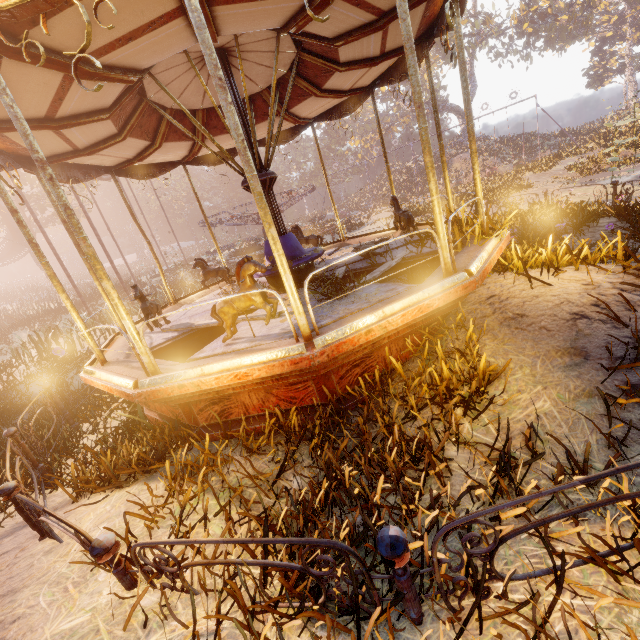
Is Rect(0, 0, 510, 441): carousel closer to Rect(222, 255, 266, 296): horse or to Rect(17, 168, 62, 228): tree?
Rect(222, 255, 266, 296): horse

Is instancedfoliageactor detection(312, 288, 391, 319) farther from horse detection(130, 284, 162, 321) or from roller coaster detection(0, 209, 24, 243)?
roller coaster detection(0, 209, 24, 243)

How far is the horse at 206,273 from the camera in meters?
8.3 m

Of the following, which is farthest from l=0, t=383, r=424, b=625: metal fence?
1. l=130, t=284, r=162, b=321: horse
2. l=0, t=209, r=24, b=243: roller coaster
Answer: l=0, t=209, r=24, b=243: roller coaster

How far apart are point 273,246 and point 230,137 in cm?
645

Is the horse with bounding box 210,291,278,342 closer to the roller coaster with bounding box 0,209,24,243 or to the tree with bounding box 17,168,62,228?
the roller coaster with bounding box 0,209,24,243

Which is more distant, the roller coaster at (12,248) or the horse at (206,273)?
the roller coaster at (12,248)

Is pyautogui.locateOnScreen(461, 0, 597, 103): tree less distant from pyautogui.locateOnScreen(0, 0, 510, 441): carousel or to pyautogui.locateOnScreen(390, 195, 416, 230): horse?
pyautogui.locateOnScreen(0, 0, 510, 441): carousel
